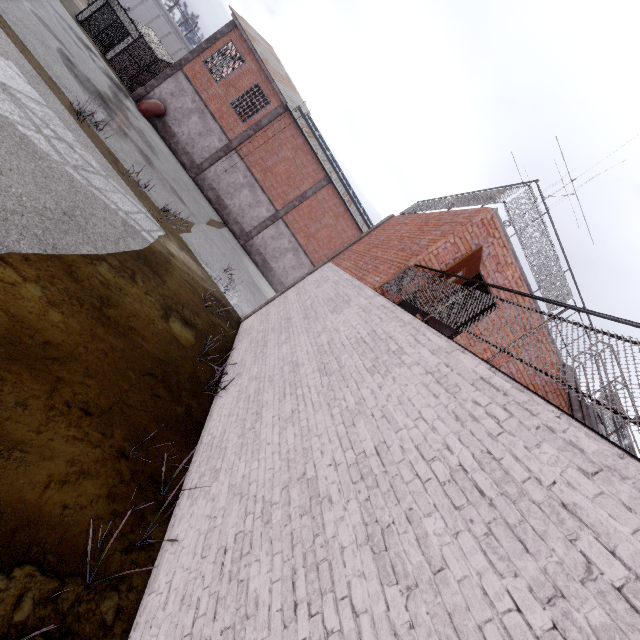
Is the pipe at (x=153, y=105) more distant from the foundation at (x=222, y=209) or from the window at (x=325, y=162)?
the window at (x=325, y=162)

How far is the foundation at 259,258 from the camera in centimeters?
2643cm

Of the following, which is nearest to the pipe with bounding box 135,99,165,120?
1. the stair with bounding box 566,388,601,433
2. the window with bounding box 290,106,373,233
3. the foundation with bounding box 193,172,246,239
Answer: the foundation with bounding box 193,172,246,239

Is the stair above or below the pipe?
above

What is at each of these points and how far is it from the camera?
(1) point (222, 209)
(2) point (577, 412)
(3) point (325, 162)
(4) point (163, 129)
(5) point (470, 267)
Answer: (1) foundation, 25.38m
(2) stair, 6.88m
(3) window, 25.73m
(4) foundation, 23.38m
(5) door, 6.67m

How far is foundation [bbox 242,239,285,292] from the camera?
26.43m

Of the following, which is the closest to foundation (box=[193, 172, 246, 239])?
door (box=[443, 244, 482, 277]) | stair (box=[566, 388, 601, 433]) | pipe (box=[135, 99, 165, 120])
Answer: pipe (box=[135, 99, 165, 120])

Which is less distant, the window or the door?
the door
